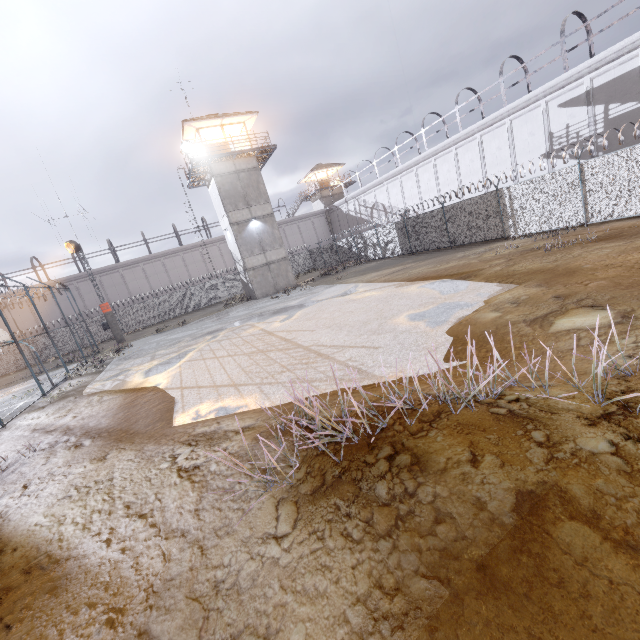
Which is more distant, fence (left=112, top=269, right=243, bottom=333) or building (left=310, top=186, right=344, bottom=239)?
building (left=310, top=186, right=344, bottom=239)

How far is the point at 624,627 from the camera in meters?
1.6 m

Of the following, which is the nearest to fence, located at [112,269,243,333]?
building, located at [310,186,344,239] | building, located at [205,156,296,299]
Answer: building, located at [205,156,296,299]

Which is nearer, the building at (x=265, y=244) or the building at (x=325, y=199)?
the building at (x=265, y=244)

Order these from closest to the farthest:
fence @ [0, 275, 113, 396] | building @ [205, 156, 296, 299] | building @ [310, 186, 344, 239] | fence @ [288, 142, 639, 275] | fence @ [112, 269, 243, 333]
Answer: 1. fence @ [288, 142, 639, 275]
2. fence @ [0, 275, 113, 396]
3. building @ [205, 156, 296, 299]
4. fence @ [112, 269, 243, 333]
5. building @ [310, 186, 344, 239]

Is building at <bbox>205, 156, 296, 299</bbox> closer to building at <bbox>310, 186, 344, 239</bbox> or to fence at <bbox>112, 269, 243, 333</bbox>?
fence at <bbox>112, 269, 243, 333</bbox>

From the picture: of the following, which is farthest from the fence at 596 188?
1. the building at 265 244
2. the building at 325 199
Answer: the building at 325 199
